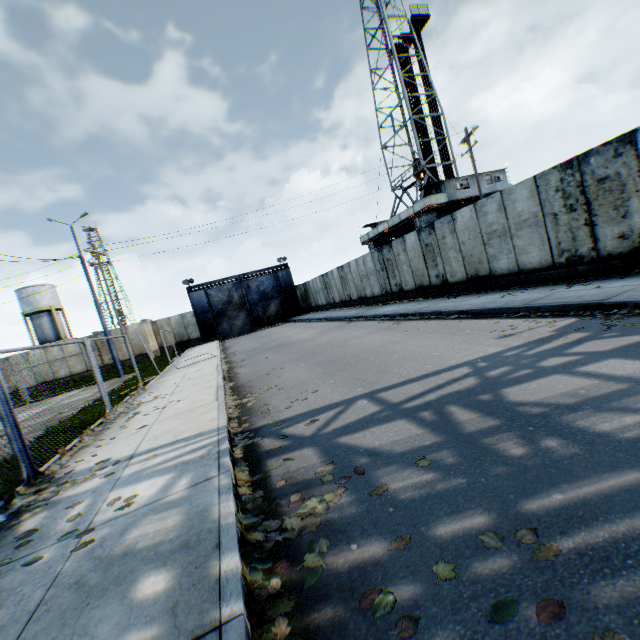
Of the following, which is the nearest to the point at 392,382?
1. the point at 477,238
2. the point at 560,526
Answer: the point at 560,526

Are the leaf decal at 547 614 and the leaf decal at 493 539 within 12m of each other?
yes

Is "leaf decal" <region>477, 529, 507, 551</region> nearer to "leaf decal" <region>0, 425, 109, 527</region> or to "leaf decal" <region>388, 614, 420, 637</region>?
"leaf decal" <region>388, 614, 420, 637</region>

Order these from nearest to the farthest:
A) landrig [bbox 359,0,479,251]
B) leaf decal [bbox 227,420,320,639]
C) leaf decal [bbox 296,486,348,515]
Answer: leaf decal [bbox 227,420,320,639], leaf decal [bbox 296,486,348,515], landrig [bbox 359,0,479,251]

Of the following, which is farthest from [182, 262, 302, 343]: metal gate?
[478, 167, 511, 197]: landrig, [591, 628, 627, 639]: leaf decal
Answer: [591, 628, 627, 639]: leaf decal

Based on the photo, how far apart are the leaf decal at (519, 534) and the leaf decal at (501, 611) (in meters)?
0.25

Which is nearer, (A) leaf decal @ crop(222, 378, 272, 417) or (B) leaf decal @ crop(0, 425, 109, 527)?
(B) leaf decal @ crop(0, 425, 109, 527)

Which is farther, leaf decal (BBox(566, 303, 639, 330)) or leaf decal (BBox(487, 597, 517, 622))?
leaf decal (BBox(566, 303, 639, 330))
